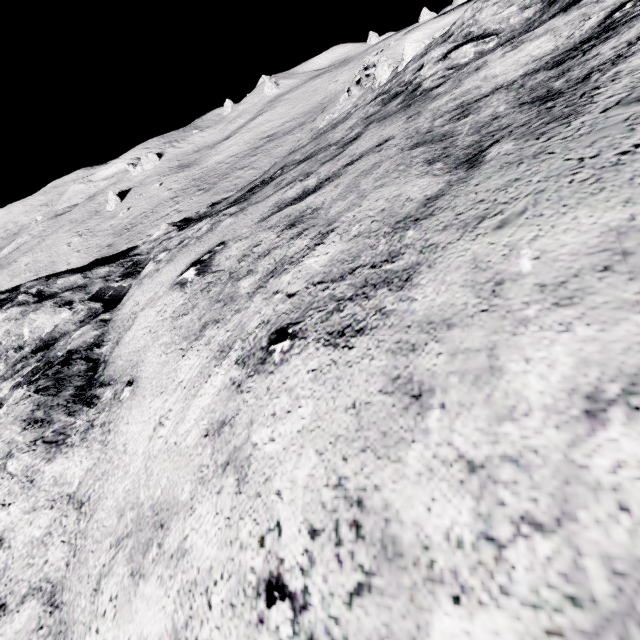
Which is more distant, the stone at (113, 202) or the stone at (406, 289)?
the stone at (113, 202)

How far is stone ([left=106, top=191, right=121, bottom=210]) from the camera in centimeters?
5612cm

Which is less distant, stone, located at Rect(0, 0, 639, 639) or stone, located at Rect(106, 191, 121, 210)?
stone, located at Rect(0, 0, 639, 639)

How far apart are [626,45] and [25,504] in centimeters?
599cm

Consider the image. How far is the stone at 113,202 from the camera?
56.12m

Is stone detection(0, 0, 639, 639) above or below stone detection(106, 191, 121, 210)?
above
